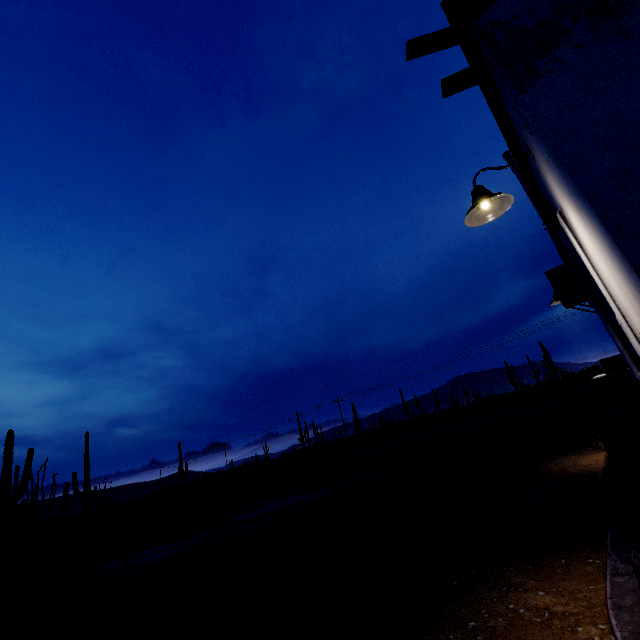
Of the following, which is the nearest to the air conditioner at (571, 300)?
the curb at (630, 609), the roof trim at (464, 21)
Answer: the roof trim at (464, 21)

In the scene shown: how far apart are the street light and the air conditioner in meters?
2.5 m

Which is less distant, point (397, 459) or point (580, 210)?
point (580, 210)

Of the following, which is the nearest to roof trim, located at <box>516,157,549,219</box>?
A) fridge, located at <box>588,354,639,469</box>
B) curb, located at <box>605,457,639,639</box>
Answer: fridge, located at <box>588,354,639,469</box>

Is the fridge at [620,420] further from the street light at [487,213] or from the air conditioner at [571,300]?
the street light at [487,213]

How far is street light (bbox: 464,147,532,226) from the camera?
3.0m

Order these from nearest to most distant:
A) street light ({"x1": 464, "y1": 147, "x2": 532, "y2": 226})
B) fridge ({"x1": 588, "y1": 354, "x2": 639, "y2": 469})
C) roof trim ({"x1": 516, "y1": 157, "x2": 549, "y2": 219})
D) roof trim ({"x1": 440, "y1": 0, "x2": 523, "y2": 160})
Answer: roof trim ({"x1": 440, "y1": 0, "x2": 523, "y2": 160}) < street light ({"x1": 464, "y1": 147, "x2": 532, "y2": 226}) < roof trim ({"x1": 516, "y1": 157, "x2": 549, "y2": 219}) < fridge ({"x1": 588, "y1": 354, "x2": 639, "y2": 469})

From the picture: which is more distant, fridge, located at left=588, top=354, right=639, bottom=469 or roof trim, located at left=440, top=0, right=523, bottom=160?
fridge, located at left=588, top=354, right=639, bottom=469
